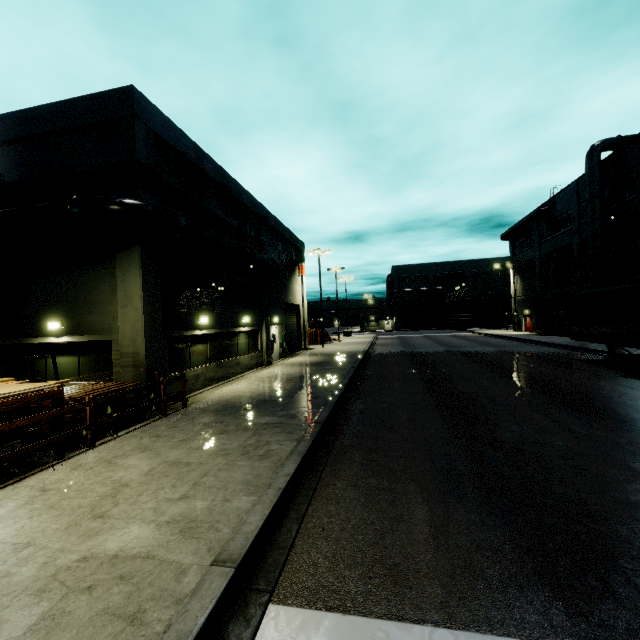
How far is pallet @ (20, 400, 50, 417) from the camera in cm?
789

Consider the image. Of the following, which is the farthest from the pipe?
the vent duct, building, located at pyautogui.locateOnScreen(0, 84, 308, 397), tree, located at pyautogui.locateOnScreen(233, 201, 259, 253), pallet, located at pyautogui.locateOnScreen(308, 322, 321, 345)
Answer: pallet, located at pyautogui.locateOnScreen(308, 322, 321, 345)

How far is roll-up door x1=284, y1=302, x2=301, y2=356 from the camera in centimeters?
2795cm

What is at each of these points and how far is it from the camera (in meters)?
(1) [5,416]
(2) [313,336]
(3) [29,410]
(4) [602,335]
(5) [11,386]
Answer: (1) forklift, 8.52
(2) pallet, 37.06
(3) pallet, 8.15
(4) semi trailer, 16.22
(5) lumber, 6.62

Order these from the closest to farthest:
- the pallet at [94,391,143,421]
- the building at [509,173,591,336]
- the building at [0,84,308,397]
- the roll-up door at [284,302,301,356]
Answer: the pallet at [94,391,143,421] < the building at [0,84,308,397] < the roll-up door at [284,302,301,356] < the building at [509,173,591,336]

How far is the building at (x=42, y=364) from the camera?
11.9m

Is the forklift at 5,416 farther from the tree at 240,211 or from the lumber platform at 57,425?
A: the tree at 240,211

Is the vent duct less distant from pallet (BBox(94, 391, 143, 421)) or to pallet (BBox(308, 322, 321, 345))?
pallet (BBox(308, 322, 321, 345))
